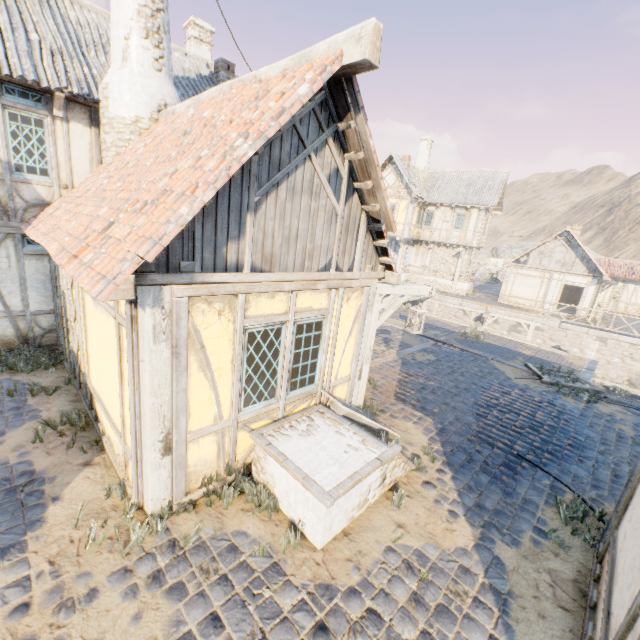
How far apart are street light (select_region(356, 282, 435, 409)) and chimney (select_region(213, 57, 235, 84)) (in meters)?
9.48

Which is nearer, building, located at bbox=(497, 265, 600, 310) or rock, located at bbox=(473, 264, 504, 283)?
building, located at bbox=(497, 265, 600, 310)

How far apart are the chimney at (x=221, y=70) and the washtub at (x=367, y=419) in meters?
10.9

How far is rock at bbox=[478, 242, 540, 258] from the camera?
42.03m

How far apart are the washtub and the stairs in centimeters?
4cm

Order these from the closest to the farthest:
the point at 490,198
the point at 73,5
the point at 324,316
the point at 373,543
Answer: the point at 373,543 < the point at 324,316 < the point at 73,5 < the point at 490,198

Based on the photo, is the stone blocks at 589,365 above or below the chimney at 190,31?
below

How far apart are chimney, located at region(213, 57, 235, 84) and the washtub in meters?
10.9
